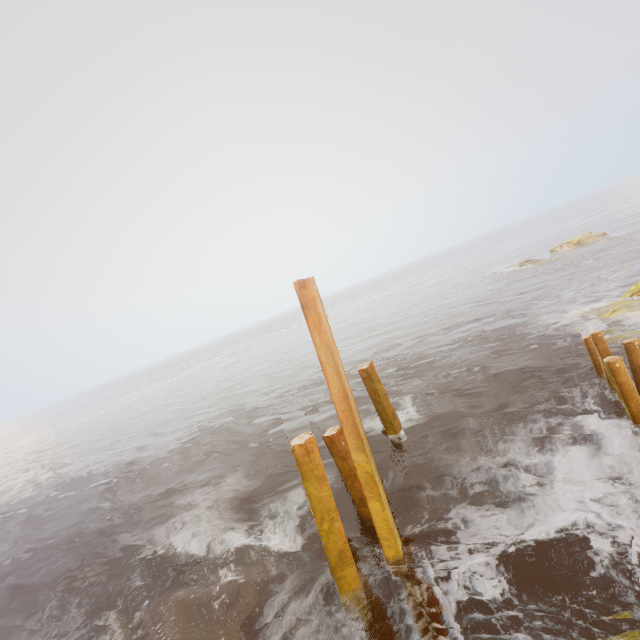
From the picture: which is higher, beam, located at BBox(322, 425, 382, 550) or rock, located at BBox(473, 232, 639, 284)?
beam, located at BBox(322, 425, 382, 550)

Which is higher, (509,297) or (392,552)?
(392,552)

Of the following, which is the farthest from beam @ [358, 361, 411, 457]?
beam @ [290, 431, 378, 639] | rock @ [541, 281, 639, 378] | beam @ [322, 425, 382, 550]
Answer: rock @ [541, 281, 639, 378]

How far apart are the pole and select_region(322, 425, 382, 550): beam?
0.6m

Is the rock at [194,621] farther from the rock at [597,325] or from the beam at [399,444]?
the rock at [597,325]

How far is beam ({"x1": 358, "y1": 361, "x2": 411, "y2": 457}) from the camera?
9.41m

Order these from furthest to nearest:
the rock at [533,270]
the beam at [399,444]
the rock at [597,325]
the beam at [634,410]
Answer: the rock at [533,270] < the rock at [597,325] < the beam at [399,444] < the beam at [634,410]

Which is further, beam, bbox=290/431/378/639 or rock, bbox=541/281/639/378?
rock, bbox=541/281/639/378
